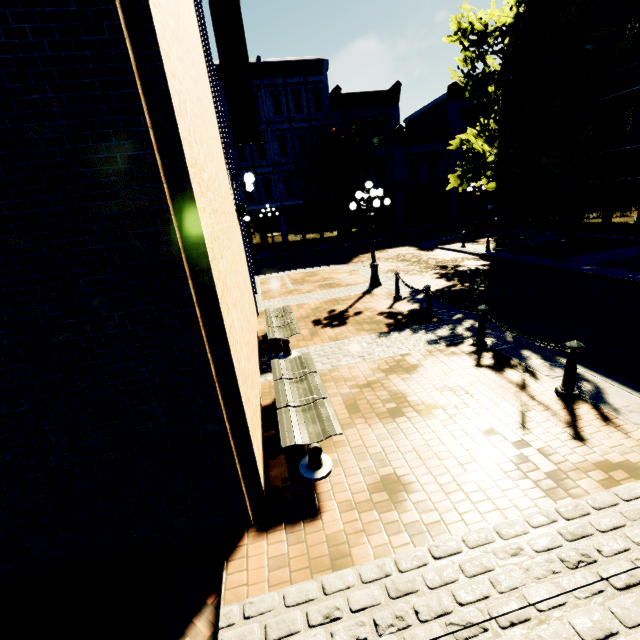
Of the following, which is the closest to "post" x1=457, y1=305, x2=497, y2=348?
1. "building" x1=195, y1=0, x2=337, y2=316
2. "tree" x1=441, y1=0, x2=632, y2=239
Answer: "tree" x1=441, y1=0, x2=632, y2=239

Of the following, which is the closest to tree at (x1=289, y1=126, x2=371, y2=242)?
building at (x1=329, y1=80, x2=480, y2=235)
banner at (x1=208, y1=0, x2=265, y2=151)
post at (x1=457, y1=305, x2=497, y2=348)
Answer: building at (x1=329, y1=80, x2=480, y2=235)

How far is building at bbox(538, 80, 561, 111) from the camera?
16.58m

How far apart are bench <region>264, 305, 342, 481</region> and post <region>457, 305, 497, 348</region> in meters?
3.5 m

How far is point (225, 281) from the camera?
3.57m

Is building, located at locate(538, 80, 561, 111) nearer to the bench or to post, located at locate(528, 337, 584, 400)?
post, located at locate(528, 337, 584, 400)

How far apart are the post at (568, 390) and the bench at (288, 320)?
3.4m

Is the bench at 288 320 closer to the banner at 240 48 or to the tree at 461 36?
the tree at 461 36
